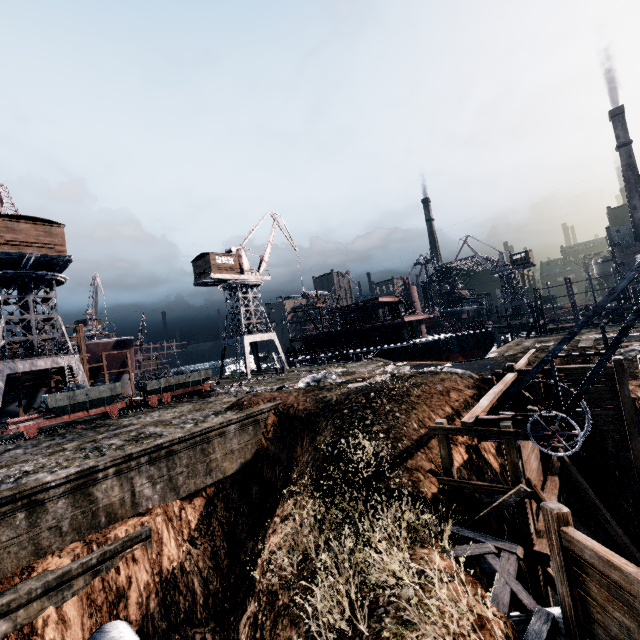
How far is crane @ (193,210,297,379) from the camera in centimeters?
4366cm

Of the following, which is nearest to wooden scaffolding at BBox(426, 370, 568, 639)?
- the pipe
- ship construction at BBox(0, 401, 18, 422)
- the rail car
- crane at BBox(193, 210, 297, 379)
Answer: the pipe

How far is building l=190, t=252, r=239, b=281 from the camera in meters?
42.5 m

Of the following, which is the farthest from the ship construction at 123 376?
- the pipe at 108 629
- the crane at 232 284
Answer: the pipe at 108 629

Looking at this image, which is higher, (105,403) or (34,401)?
(34,401)

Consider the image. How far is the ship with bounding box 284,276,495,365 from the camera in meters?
41.3

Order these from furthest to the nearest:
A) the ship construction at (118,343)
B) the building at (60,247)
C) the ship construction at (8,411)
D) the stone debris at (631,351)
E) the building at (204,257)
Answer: the building at (204,257) → the ship construction at (118,343) → the ship construction at (8,411) → the building at (60,247) → the stone debris at (631,351)

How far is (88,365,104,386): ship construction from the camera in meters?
41.6
